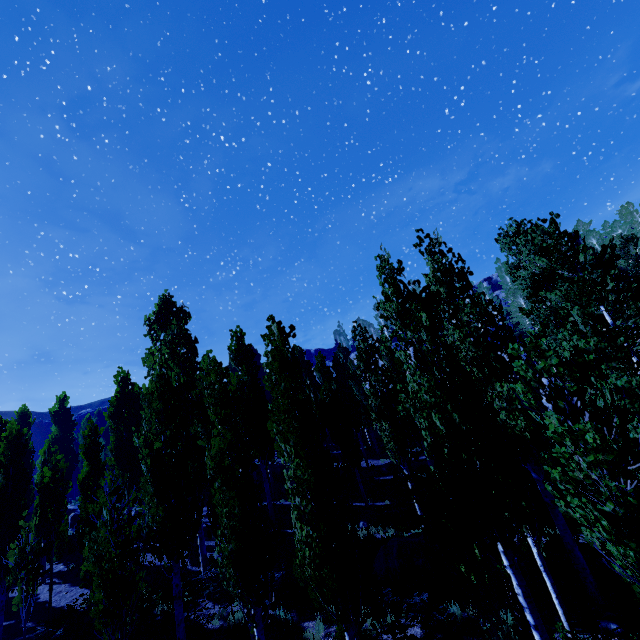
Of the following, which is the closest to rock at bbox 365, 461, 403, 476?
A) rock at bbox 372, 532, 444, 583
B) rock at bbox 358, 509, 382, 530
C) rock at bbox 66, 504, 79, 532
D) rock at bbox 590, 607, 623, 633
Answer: rock at bbox 358, 509, 382, 530

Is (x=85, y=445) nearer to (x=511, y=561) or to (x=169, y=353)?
(x=169, y=353)

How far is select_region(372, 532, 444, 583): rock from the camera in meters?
12.2

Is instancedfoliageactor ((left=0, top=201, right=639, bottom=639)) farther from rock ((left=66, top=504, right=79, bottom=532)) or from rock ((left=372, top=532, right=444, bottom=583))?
rock ((left=66, top=504, right=79, bottom=532))

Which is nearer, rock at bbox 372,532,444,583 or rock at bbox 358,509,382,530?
rock at bbox 372,532,444,583

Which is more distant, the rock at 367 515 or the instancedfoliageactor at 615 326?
the rock at 367 515

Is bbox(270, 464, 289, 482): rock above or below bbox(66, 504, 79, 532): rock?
below

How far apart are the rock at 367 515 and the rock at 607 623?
9.6 meters
